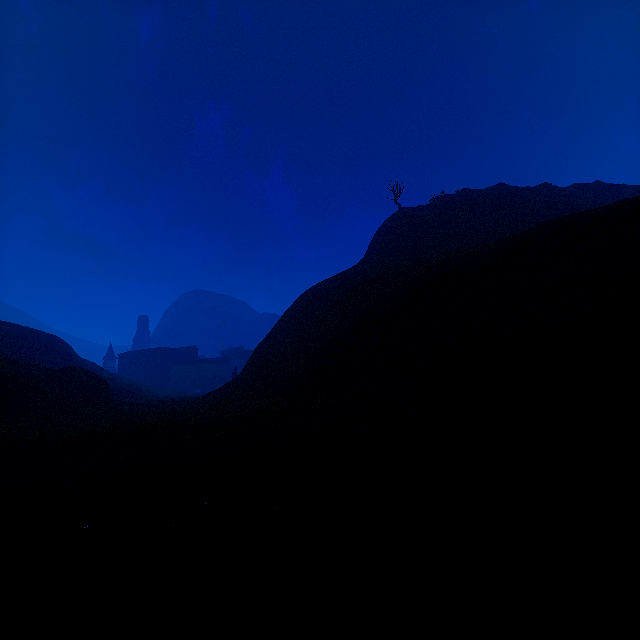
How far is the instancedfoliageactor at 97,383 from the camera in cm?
2223

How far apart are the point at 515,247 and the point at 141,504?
15.9 meters

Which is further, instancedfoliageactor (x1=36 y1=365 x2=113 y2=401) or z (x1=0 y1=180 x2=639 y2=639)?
instancedfoliageactor (x1=36 y1=365 x2=113 y2=401)

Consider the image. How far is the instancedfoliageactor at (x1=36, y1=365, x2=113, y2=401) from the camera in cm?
2223

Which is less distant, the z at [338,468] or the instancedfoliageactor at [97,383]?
the z at [338,468]
